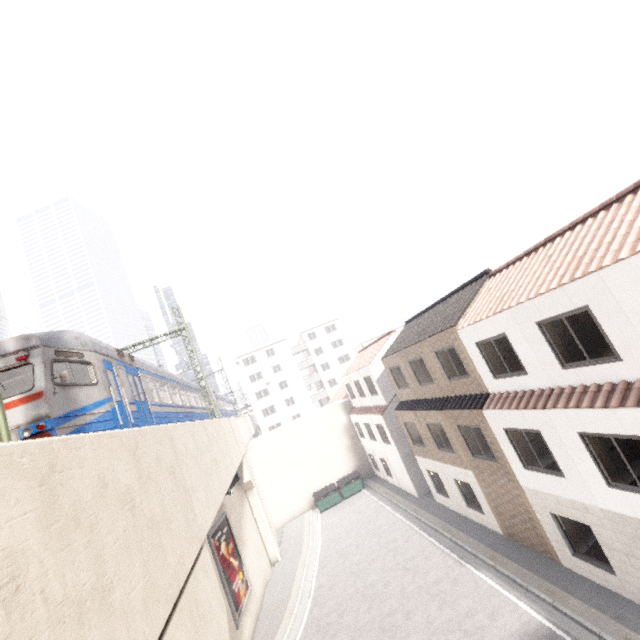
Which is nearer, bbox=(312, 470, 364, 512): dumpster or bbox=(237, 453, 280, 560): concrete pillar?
bbox=(237, 453, 280, 560): concrete pillar

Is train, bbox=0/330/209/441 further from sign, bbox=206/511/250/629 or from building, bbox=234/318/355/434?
sign, bbox=206/511/250/629

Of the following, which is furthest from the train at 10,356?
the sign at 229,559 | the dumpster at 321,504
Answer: the dumpster at 321,504

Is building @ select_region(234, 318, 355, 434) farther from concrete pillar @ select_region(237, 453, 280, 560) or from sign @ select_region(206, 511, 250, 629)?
sign @ select_region(206, 511, 250, 629)

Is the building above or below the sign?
above

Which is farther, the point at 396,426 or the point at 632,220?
the point at 396,426

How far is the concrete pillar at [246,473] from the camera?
21.55m
